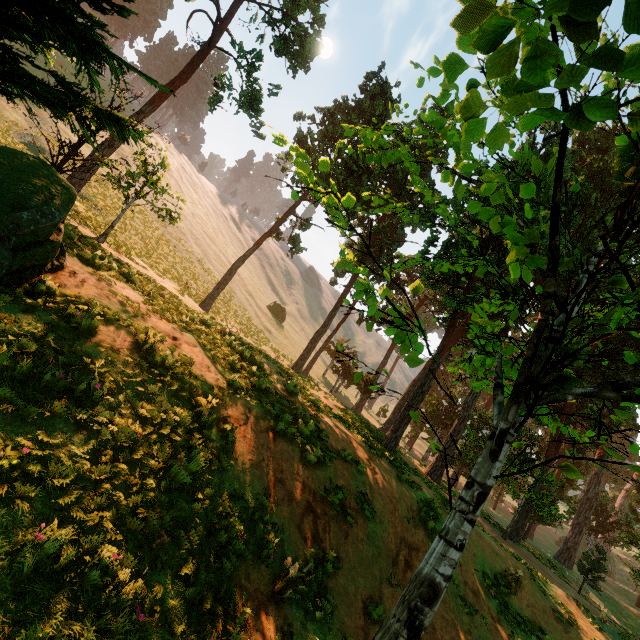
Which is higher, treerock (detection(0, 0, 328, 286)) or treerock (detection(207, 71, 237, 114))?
treerock (detection(207, 71, 237, 114))

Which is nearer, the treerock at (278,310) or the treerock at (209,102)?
the treerock at (209,102)

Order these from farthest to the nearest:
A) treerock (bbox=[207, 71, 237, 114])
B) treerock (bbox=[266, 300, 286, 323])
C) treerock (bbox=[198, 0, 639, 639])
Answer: treerock (bbox=[266, 300, 286, 323]) < treerock (bbox=[207, 71, 237, 114]) < treerock (bbox=[198, 0, 639, 639])

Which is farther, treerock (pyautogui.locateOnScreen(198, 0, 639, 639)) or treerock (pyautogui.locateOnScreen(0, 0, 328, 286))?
treerock (pyautogui.locateOnScreen(0, 0, 328, 286))

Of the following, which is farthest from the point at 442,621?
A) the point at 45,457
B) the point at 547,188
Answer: the point at 547,188

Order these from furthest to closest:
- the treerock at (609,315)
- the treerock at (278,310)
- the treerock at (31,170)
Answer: the treerock at (278,310), the treerock at (31,170), the treerock at (609,315)
